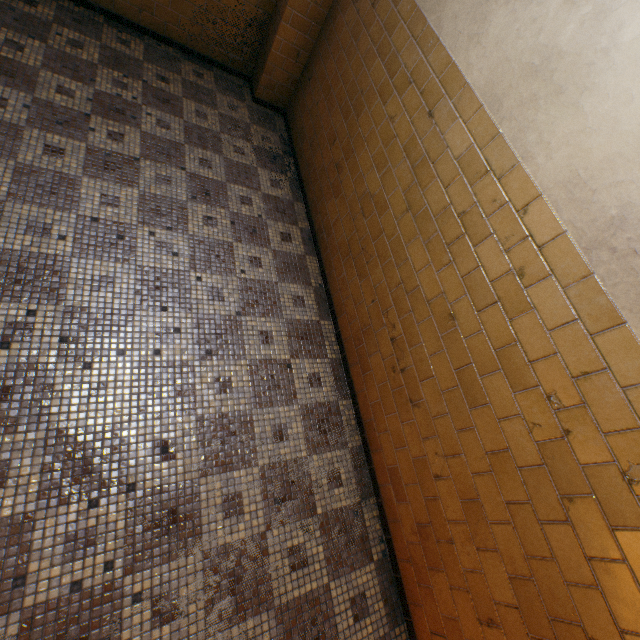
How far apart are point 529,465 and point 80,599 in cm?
236
